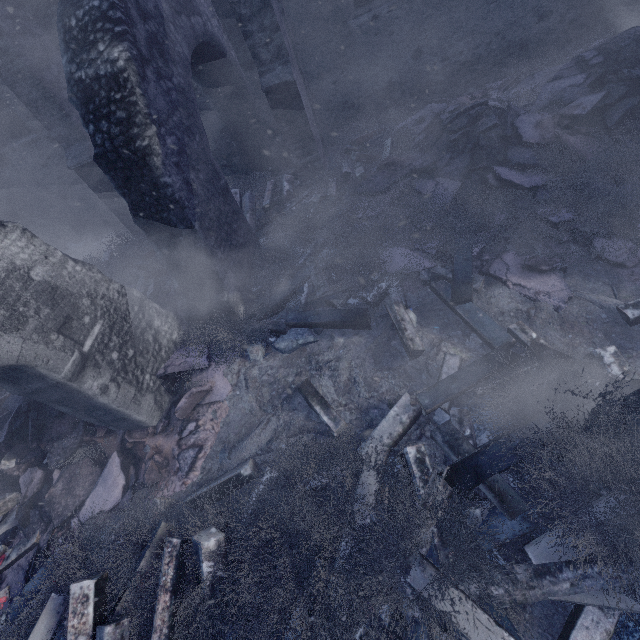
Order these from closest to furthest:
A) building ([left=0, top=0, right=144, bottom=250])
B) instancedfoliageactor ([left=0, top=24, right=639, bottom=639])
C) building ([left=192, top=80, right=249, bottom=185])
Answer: instancedfoliageactor ([left=0, top=24, right=639, bottom=639]), building ([left=0, top=0, right=144, bottom=250]), building ([left=192, top=80, right=249, bottom=185])

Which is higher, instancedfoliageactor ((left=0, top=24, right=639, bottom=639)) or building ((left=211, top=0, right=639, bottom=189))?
building ((left=211, top=0, right=639, bottom=189))

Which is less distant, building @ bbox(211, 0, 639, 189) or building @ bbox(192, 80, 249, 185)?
A: building @ bbox(211, 0, 639, 189)

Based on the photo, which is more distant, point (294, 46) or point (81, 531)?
point (294, 46)

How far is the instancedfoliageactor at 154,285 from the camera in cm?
608

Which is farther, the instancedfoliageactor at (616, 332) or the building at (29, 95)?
the building at (29, 95)
